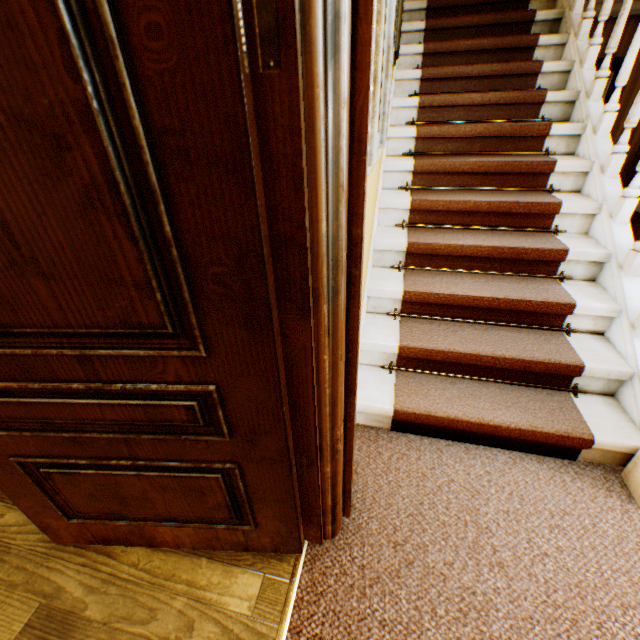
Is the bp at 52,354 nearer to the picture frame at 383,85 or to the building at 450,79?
the building at 450,79

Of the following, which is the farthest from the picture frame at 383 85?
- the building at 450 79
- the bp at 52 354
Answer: the bp at 52 354

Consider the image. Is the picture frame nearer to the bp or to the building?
the building

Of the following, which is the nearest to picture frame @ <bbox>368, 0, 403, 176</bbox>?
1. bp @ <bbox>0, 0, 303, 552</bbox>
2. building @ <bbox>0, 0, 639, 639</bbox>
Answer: building @ <bbox>0, 0, 639, 639</bbox>

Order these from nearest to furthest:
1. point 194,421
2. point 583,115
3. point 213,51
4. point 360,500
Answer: point 213,51 < point 194,421 < point 360,500 < point 583,115
